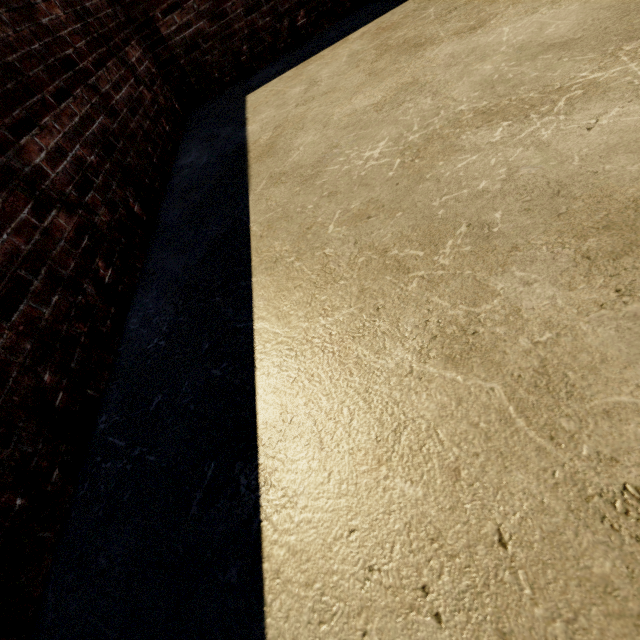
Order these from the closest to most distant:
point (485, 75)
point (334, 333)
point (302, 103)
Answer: point (334, 333), point (485, 75), point (302, 103)
